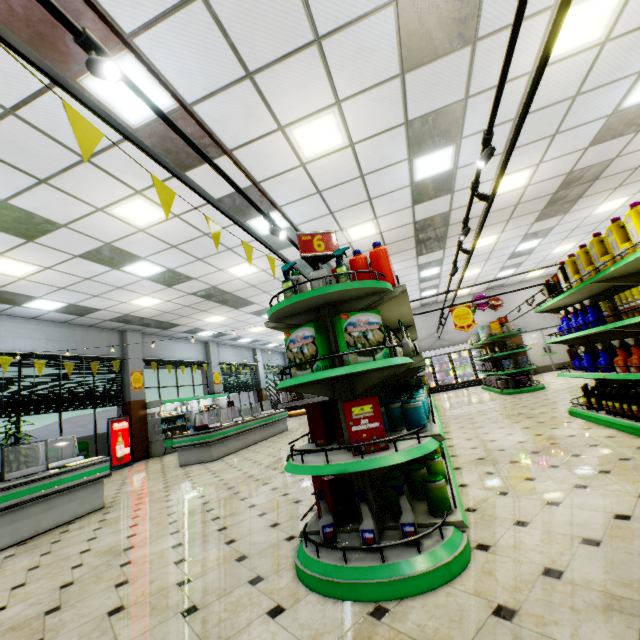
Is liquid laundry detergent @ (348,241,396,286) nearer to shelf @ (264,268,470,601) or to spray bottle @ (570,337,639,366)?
→ shelf @ (264,268,470,601)

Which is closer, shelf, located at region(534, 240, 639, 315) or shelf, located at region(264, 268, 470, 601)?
shelf, located at region(264, 268, 470, 601)

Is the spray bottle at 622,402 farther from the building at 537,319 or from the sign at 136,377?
the sign at 136,377

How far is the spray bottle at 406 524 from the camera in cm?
207

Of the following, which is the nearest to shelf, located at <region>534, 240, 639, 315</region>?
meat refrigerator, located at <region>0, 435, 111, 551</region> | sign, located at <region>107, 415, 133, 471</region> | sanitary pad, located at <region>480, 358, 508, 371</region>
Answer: sanitary pad, located at <region>480, 358, 508, 371</region>

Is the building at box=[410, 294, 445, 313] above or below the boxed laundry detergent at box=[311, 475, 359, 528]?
above

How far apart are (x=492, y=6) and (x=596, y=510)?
5.1 meters

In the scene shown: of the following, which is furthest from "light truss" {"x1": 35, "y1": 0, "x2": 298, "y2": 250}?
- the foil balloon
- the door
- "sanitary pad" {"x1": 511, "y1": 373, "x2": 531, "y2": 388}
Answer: the door
